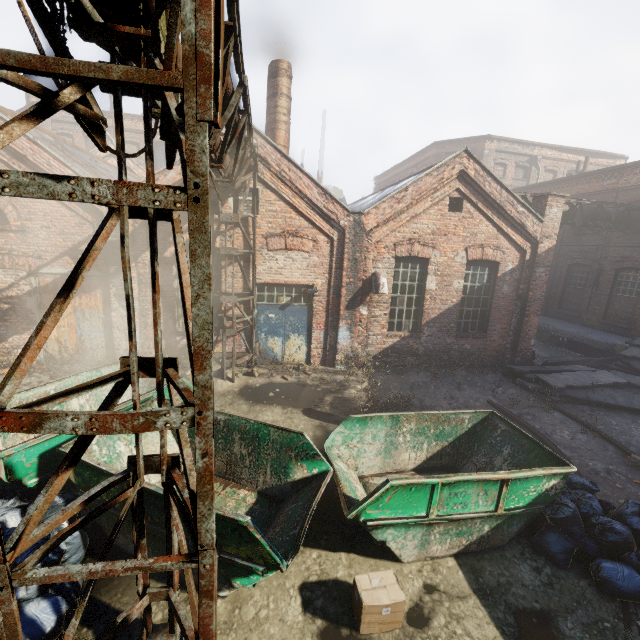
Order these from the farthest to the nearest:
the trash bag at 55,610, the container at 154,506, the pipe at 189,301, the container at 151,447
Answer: the container at 151,447
the container at 154,506
the trash bag at 55,610
the pipe at 189,301

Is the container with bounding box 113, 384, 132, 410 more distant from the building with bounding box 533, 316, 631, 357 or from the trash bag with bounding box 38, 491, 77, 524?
the building with bounding box 533, 316, 631, 357

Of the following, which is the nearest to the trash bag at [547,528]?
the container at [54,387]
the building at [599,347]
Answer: the container at [54,387]

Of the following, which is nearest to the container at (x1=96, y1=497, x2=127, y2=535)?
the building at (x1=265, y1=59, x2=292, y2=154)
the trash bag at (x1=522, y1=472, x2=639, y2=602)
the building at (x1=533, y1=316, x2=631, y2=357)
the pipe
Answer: the trash bag at (x1=522, y1=472, x2=639, y2=602)

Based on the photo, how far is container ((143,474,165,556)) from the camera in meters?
3.9 m

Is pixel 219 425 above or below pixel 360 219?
below

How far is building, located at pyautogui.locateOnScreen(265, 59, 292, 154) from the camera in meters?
11.0 m
